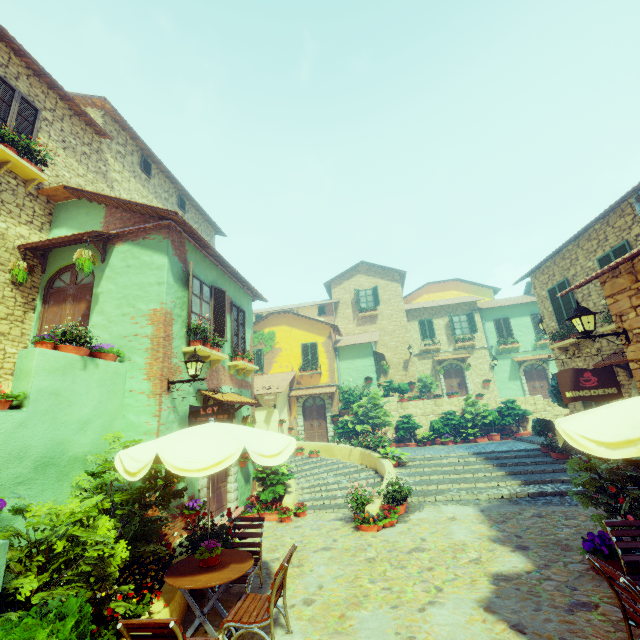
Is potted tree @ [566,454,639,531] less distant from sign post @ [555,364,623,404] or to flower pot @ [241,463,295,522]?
sign post @ [555,364,623,404]

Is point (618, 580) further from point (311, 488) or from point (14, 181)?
point (14, 181)

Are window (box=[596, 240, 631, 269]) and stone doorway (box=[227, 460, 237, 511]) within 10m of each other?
no

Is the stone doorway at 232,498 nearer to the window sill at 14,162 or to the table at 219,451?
the table at 219,451

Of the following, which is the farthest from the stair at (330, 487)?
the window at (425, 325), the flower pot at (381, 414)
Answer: the window at (425, 325)

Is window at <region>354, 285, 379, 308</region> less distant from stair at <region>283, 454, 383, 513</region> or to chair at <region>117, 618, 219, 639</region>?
chair at <region>117, 618, 219, 639</region>

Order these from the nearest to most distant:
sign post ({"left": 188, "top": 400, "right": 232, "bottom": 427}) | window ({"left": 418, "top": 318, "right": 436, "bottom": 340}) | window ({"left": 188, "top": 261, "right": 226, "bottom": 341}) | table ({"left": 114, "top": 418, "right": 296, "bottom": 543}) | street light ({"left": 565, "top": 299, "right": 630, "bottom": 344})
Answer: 1. table ({"left": 114, "top": 418, "right": 296, "bottom": 543})
2. street light ({"left": 565, "top": 299, "right": 630, "bottom": 344})
3. sign post ({"left": 188, "top": 400, "right": 232, "bottom": 427})
4. window ({"left": 188, "top": 261, "right": 226, "bottom": 341})
5. window ({"left": 418, "top": 318, "right": 436, "bottom": 340})

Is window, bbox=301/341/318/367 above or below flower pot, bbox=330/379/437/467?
above
